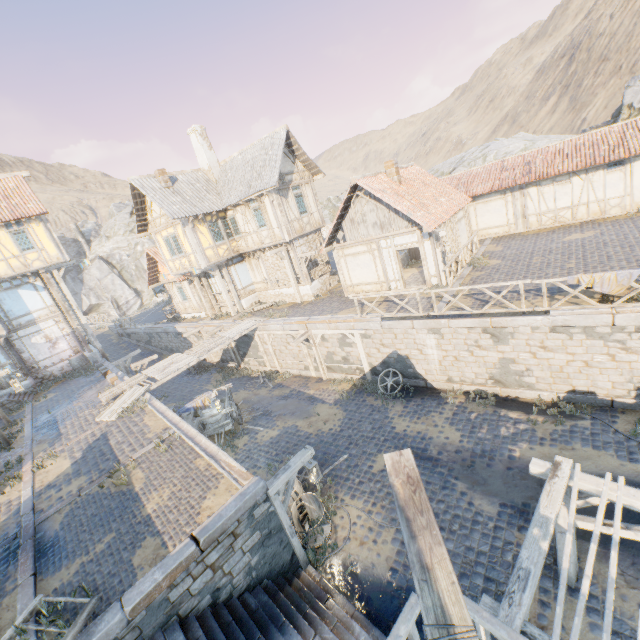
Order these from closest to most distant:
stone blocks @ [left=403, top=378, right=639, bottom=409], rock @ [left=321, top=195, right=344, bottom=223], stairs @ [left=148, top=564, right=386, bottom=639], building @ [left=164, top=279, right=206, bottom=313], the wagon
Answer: stairs @ [left=148, top=564, right=386, bottom=639] → stone blocks @ [left=403, top=378, right=639, bottom=409] → the wagon → building @ [left=164, top=279, right=206, bottom=313] → rock @ [left=321, top=195, right=344, bottom=223]

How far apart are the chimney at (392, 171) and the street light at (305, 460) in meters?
13.7 m

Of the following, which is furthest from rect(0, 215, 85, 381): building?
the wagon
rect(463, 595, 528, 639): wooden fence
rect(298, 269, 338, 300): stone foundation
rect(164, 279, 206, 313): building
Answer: rect(463, 595, 528, 639): wooden fence

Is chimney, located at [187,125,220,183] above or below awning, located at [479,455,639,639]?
above

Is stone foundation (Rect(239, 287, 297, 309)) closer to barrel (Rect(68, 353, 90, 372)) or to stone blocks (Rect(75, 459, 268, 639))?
stone blocks (Rect(75, 459, 268, 639))

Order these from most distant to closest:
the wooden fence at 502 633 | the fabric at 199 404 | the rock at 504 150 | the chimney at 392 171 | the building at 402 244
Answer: the rock at 504 150
the chimney at 392 171
the building at 402 244
the fabric at 199 404
the wooden fence at 502 633

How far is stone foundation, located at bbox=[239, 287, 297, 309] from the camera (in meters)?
21.50

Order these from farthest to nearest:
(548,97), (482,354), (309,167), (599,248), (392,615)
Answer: (548,97), (309,167), (599,248), (482,354), (392,615)
